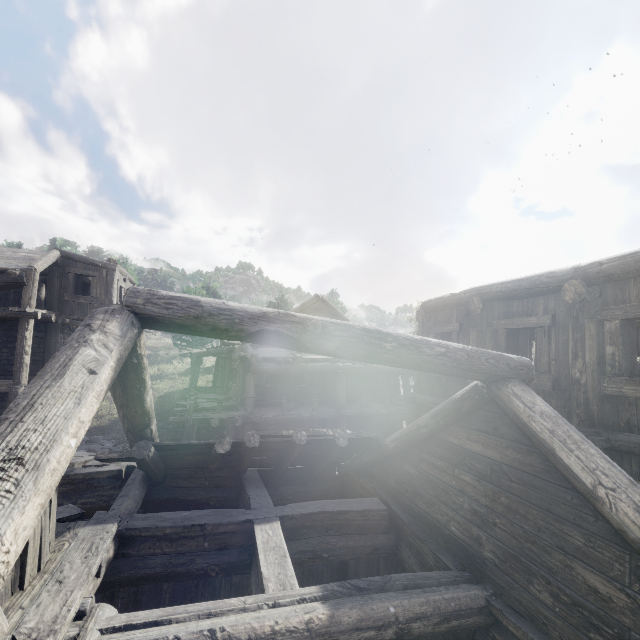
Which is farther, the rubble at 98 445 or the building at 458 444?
the rubble at 98 445

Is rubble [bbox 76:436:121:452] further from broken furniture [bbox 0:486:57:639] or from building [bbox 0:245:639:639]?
broken furniture [bbox 0:486:57:639]

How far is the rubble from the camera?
15.3m

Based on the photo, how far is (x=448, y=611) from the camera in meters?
3.6 m

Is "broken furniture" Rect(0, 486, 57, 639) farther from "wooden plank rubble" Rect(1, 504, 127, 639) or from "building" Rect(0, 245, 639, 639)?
"building" Rect(0, 245, 639, 639)

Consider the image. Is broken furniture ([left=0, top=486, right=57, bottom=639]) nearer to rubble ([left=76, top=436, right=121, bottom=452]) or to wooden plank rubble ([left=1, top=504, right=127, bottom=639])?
wooden plank rubble ([left=1, top=504, right=127, bottom=639])

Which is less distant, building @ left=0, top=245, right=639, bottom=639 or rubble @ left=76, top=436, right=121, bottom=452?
building @ left=0, top=245, right=639, bottom=639

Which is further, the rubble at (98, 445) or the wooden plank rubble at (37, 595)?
the rubble at (98, 445)
